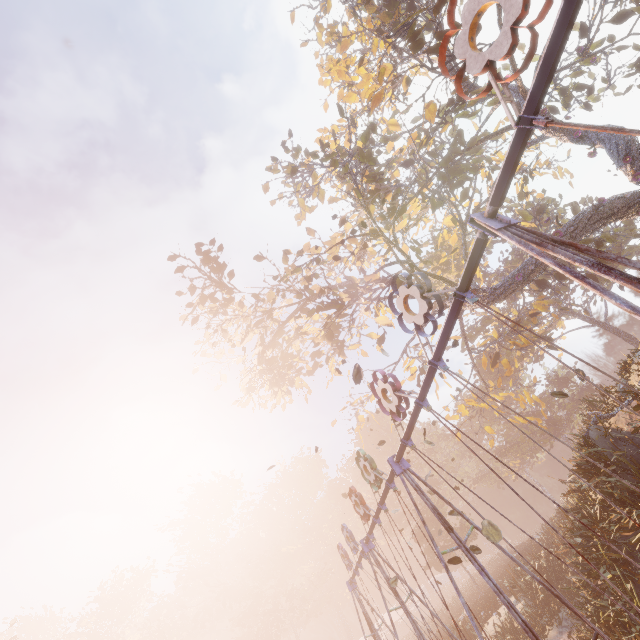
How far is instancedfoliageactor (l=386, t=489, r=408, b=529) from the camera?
46.68m

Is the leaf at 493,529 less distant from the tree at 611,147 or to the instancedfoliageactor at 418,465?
the tree at 611,147

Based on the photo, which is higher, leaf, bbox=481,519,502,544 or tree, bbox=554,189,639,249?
tree, bbox=554,189,639,249

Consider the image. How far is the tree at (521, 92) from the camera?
16.03m

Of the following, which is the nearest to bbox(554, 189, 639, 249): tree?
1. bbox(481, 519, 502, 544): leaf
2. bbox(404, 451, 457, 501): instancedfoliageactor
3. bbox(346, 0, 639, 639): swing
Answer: bbox(346, 0, 639, 639): swing

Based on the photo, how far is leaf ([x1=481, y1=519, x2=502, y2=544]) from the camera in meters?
5.1

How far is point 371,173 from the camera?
14.7 meters
